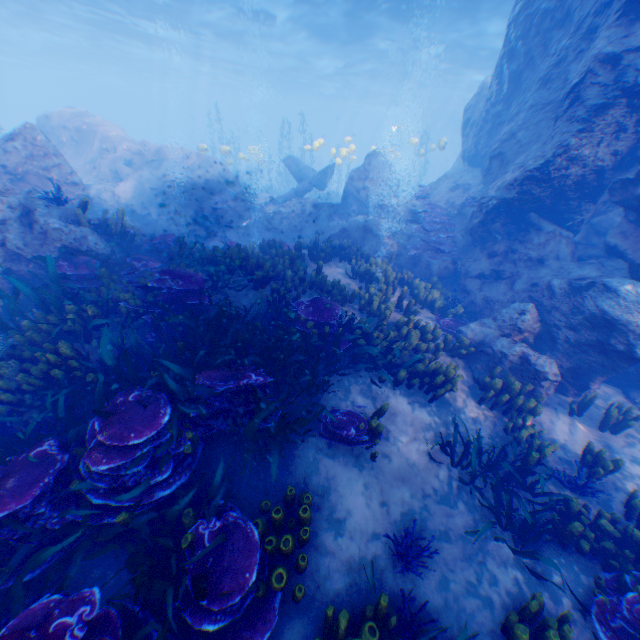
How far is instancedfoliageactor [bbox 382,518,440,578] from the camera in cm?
418

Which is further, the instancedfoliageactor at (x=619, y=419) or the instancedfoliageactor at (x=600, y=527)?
the instancedfoliageactor at (x=619, y=419)

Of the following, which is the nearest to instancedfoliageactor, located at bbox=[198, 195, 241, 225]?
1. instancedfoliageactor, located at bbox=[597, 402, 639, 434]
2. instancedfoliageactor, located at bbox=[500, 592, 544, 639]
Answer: instancedfoliageactor, located at bbox=[500, 592, 544, 639]

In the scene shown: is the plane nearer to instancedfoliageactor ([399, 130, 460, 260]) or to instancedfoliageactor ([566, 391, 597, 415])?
instancedfoliageactor ([399, 130, 460, 260])

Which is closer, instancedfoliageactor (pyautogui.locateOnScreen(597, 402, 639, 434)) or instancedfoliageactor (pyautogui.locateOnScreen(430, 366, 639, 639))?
instancedfoliageactor (pyautogui.locateOnScreen(430, 366, 639, 639))

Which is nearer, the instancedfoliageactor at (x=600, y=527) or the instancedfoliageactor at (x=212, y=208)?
the instancedfoliageactor at (x=600, y=527)

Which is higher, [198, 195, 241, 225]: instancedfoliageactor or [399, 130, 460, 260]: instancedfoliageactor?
[399, 130, 460, 260]: instancedfoliageactor

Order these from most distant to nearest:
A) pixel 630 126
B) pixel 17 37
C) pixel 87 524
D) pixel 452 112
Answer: pixel 452 112 < pixel 17 37 < pixel 630 126 < pixel 87 524
